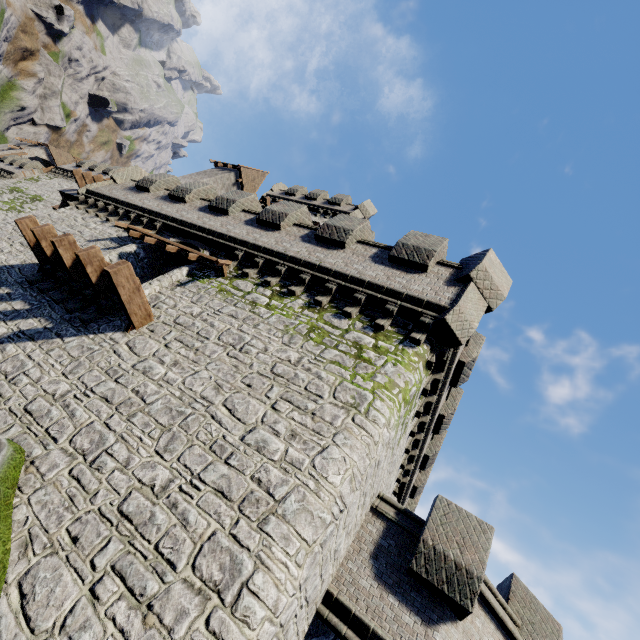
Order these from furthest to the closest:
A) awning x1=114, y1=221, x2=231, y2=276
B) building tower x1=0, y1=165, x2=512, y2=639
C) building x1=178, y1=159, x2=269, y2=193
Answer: building x1=178, y1=159, x2=269, y2=193, awning x1=114, y1=221, x2=231, y2=276, building tower x1=0, y1=165, x2=512, y2=639

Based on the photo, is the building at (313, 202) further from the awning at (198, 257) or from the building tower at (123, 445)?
the awning at (198, 257)

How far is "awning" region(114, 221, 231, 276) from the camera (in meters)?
10.75

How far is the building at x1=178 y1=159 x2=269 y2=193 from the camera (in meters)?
29.66

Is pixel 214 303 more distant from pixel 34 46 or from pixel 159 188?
pixel 34 46

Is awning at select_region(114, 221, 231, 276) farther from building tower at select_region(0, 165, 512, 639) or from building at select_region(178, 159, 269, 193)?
building at select_region(178, 159, 269, 193)

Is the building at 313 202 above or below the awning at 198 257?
above

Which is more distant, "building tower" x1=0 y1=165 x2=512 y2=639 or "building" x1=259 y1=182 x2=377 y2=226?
"building" x1=259 y1=182 x2=377 y2=226
